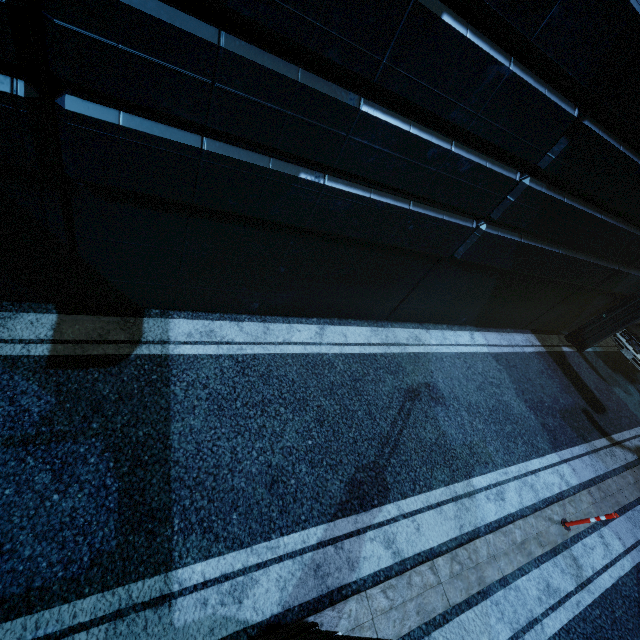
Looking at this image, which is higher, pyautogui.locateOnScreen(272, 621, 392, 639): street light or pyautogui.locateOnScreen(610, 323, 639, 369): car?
pyautogui.locateOnScreen(610, 323, 639, 369): car

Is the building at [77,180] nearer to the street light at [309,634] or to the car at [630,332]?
the car at [630,332]

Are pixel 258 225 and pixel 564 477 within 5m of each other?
no

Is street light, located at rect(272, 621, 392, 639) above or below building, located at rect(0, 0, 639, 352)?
below

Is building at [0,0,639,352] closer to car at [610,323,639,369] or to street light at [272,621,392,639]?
car at [610,323,639,369]

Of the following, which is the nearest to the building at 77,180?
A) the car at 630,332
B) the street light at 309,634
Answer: the car at 630,332
